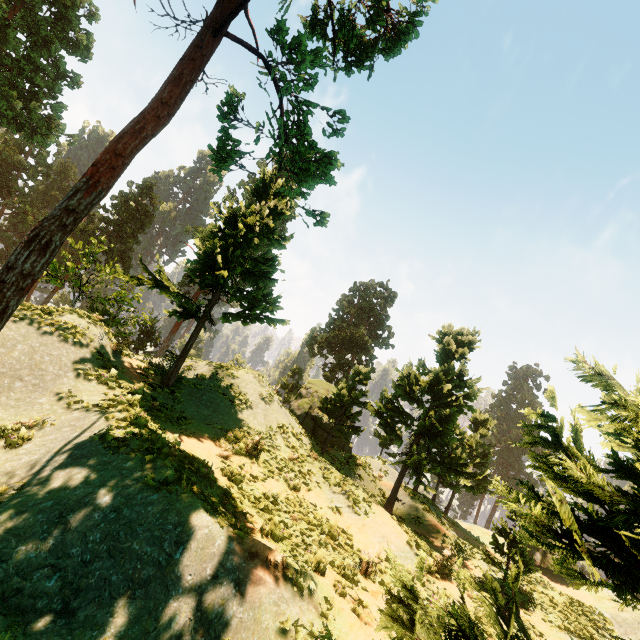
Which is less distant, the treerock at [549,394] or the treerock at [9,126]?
the treerock at [549,394]

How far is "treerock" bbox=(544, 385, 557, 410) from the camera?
1.6m

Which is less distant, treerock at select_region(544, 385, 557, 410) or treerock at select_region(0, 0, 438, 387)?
treerock at select_region(544, 385, 557, 410)

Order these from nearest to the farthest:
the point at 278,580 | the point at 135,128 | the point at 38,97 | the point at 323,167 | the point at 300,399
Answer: the point at 278,580
the point at 135,128
the point at 323,167
the point at 300,399
the point at 38,97
